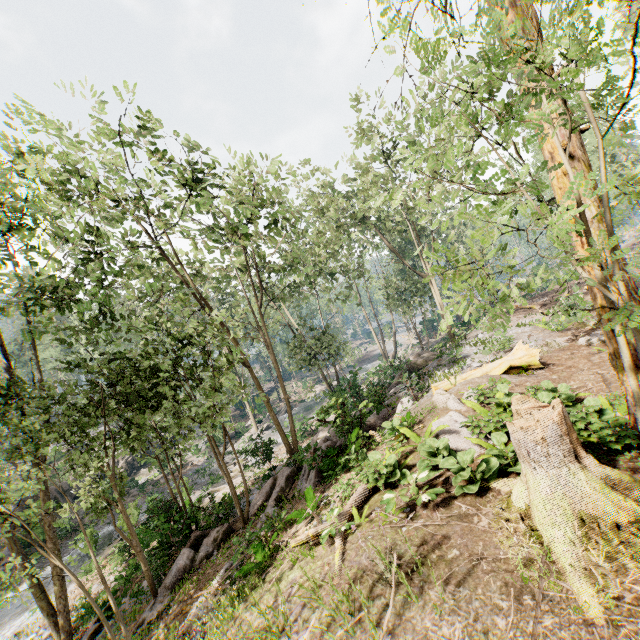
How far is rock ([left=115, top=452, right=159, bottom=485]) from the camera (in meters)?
32.87

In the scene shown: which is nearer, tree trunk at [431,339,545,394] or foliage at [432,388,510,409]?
foliage at [432,388,510,409]

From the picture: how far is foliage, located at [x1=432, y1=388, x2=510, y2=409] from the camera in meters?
9.9

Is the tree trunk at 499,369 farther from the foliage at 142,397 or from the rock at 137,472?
the rock at 137,472

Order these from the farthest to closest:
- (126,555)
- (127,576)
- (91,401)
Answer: (126,555) → (127,576) → (91,401)

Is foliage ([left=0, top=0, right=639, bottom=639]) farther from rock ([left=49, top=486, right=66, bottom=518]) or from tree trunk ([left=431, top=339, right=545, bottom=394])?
tree trunk ([left=431, top=339, right=545, bottom=394])

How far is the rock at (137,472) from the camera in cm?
3287
